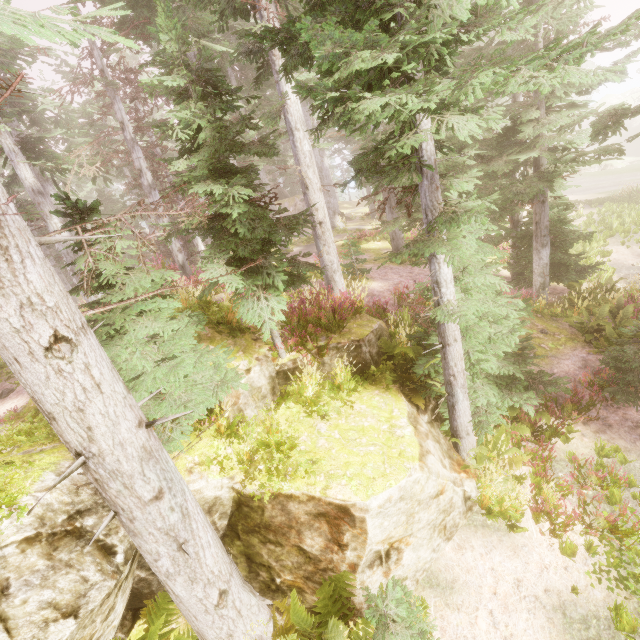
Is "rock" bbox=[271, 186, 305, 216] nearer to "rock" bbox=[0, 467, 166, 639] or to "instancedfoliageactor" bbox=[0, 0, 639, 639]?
"instancedfoliageactor" bbox=[0, 0, 639, 639]

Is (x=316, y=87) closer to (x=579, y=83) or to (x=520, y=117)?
(x=520, y=117)

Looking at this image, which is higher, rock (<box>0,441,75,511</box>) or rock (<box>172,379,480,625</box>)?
rock (<box>0,441,75,511</box>)

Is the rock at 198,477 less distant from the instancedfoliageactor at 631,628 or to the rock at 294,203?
the instancedfoliageactor at 631,628

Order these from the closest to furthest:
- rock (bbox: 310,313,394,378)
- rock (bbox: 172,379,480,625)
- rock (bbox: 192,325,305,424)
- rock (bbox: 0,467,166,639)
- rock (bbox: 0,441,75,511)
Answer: rock (bbox: 0,467,166,639)
rock (bbox: 0,441,75,511)
rock (bbox: 172,379,480,625)
rock (bbox: 192,325,305,424)
rock (bbox: 310,313,394,378)

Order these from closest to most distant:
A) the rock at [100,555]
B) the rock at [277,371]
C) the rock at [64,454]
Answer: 1. the rock at [100,555]
2. the rock at [64,454]
3. the rock at [277,371]

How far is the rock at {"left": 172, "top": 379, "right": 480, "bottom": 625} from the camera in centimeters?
482cm
